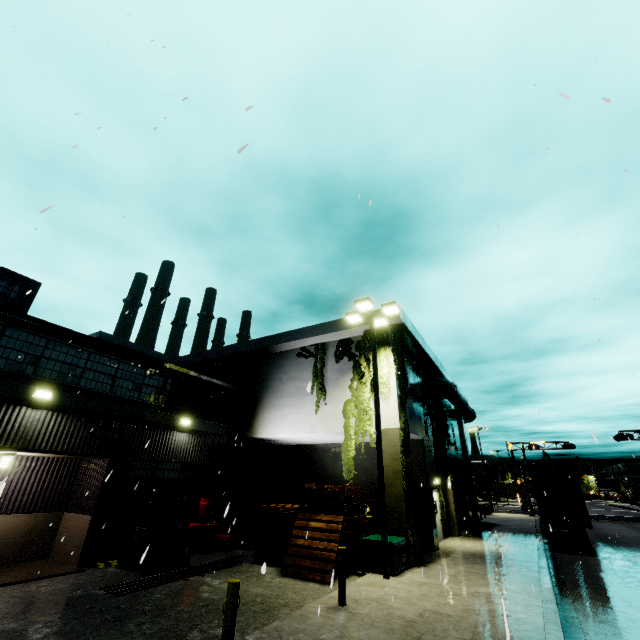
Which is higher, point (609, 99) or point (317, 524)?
point (609, 99)

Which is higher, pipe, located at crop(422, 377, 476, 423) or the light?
the light

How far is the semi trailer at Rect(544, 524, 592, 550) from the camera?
17.42m

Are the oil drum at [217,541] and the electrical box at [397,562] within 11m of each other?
yes

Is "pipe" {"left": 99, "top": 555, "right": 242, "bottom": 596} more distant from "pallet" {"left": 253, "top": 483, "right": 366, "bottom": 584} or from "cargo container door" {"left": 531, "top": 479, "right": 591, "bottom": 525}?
"cargo container door" {"left": 531, "top": 479, "right": 591, "bottom": 525}

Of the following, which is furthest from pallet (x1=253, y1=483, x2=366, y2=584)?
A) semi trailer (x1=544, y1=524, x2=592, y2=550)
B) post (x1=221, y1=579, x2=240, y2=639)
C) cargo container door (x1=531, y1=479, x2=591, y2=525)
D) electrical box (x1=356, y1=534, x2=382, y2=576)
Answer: cargo container door (x1=531, y1=479, x2=591, y2=525)

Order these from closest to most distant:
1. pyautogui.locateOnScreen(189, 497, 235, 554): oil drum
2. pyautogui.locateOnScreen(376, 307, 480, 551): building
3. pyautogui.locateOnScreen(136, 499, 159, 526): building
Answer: pyautogui.locateOnScreen(136, 499, 159, 526): building, pyautogui.locateOnScreen(189, 497, 235, 554): oil drum, pyautogui.locateOnScreen(376, 307, 480, 551): building

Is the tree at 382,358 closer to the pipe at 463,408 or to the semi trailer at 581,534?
the pipe at 463,408
